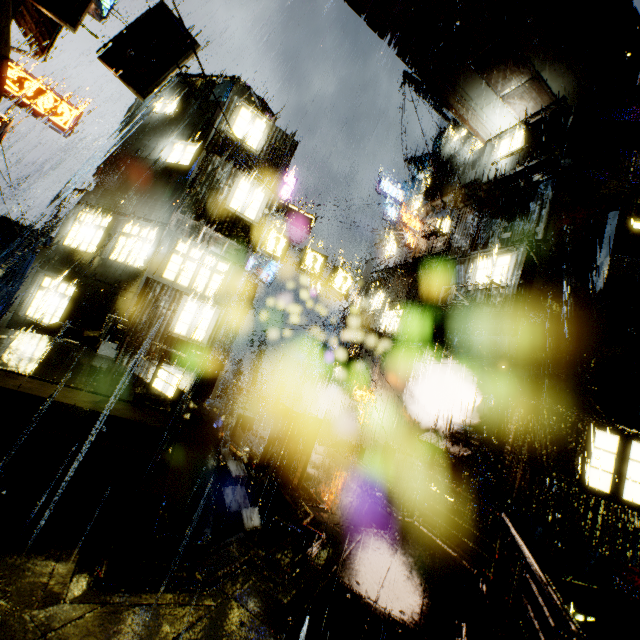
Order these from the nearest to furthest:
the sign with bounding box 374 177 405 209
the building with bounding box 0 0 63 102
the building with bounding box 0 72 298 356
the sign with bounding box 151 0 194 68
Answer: the building with bounding box 0 0 63 102 → the sign with bounding box 151 0 194 68 → the building with bounding box 0 72 298 356 → the sign with bounding box 374 177 405 209

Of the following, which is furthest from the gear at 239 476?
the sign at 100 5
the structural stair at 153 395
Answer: the sign at 100 5

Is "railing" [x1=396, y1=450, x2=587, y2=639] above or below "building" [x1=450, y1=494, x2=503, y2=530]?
above

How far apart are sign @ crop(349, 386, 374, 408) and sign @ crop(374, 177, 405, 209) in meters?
17.8 m

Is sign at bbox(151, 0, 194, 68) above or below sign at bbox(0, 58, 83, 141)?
above

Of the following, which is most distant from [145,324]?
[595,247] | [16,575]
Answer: [595,247]

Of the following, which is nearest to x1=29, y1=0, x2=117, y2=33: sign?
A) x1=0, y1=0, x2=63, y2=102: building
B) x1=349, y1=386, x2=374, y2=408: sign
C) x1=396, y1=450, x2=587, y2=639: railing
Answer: x1=0, y1=0, x2=63, y2=102: building

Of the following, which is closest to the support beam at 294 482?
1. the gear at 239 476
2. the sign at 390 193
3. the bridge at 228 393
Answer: the gear at 239 476
